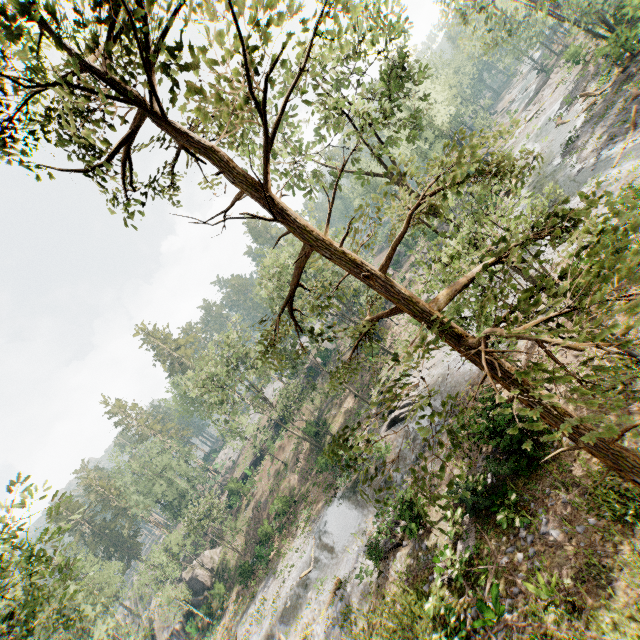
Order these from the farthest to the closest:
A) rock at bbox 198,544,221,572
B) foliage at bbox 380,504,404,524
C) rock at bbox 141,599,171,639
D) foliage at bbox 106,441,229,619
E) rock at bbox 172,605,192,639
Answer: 1. rock at bbox 141,599,171,639
2. rock at bbox 198,544,221,572
3. rock at bbox 172,605,192,639
4. foliage at bbox 106,441,229,619
5. foliage at bbox 380,504,404,524

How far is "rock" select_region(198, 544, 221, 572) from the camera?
43.6 meters

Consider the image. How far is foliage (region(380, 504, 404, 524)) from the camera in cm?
1445

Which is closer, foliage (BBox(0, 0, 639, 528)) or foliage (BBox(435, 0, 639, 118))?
foliage (BBox(0, 0, 639, 528))

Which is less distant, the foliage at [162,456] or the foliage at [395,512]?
the foliage at [395,512]

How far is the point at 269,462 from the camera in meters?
47.7 m

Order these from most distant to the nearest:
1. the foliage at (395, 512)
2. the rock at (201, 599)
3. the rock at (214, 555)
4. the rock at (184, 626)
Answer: the rock at (214, 555) < the rock at (201, 599) < the rock at (184, 626) < the foliage at (395, 512)
